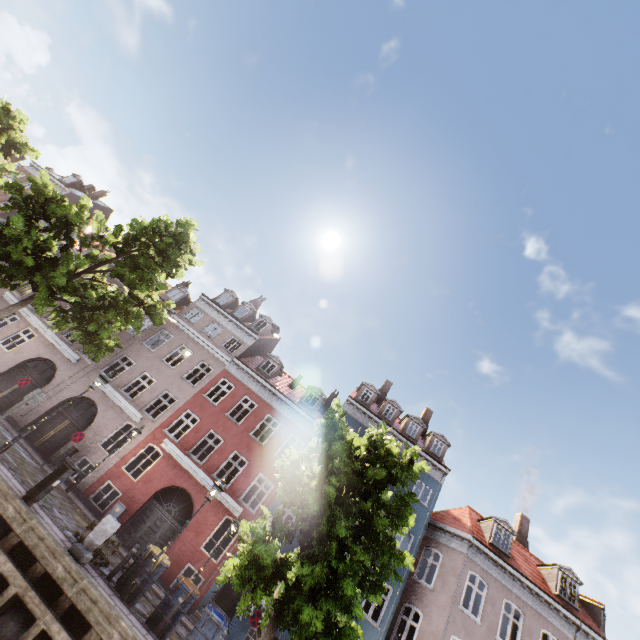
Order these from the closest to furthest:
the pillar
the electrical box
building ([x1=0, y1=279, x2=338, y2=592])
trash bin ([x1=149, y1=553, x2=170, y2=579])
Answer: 1. the pillar
2. trash bin ([x1=149, y1=553, x2=170, y2=579])
3. the electrical box
4. building ([x1=0, y1=279, x2=338, y2=592])

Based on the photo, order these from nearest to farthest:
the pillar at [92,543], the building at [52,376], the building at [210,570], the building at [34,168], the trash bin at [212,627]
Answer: the pillar at [92,543] → the trash bin at [212,627] → the building at [210,570] → the building at [52,376] → the building at [34,168]

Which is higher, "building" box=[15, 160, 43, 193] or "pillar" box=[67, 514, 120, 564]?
"building" box=[15, 160, 43, 193]

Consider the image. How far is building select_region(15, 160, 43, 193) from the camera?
29.94m

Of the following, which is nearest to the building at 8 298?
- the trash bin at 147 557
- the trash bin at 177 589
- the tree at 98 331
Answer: the tree at 98 331

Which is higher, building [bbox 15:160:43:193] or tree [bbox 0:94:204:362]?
building [bbox 15:160:43:193]

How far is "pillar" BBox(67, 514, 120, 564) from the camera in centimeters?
839cm

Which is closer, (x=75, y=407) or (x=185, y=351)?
(x=75, y=407)
